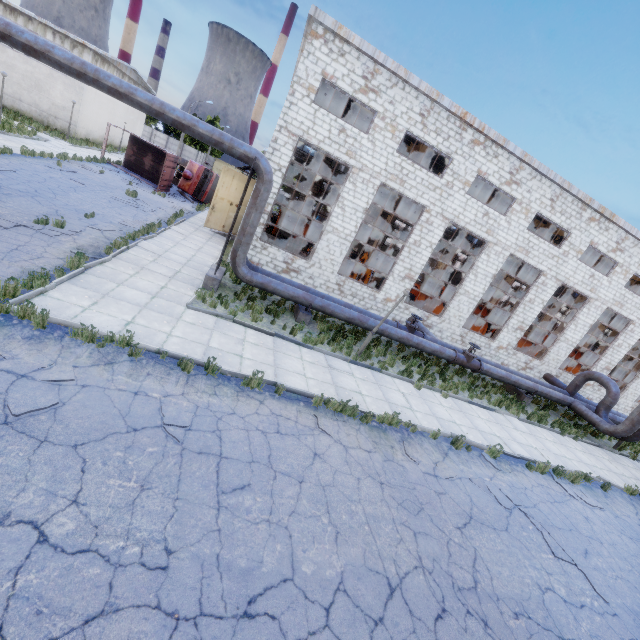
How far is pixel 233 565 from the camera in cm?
433

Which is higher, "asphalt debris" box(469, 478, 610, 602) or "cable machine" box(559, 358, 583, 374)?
"cable machine" box(559, 358, 583, 374)

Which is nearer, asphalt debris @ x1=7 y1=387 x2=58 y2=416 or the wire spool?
asphalt debris @ x1=7 y1=387 x2=58 y2=416

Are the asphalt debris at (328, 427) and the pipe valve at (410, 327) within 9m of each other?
yes

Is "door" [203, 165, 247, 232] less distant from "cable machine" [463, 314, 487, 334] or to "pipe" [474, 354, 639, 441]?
"cable machine" [463, 314, 487, 334]

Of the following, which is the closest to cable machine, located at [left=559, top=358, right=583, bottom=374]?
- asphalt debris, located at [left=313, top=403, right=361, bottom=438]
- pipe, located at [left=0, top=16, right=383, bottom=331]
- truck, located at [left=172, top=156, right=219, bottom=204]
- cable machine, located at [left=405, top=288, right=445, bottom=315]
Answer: cable machine, located at [left=405, top=288, right=445, bottom=315]

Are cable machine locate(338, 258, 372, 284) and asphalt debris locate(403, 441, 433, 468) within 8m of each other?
no

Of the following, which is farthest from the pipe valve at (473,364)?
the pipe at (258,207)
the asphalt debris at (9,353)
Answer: the asphalt debris at (9,353)
